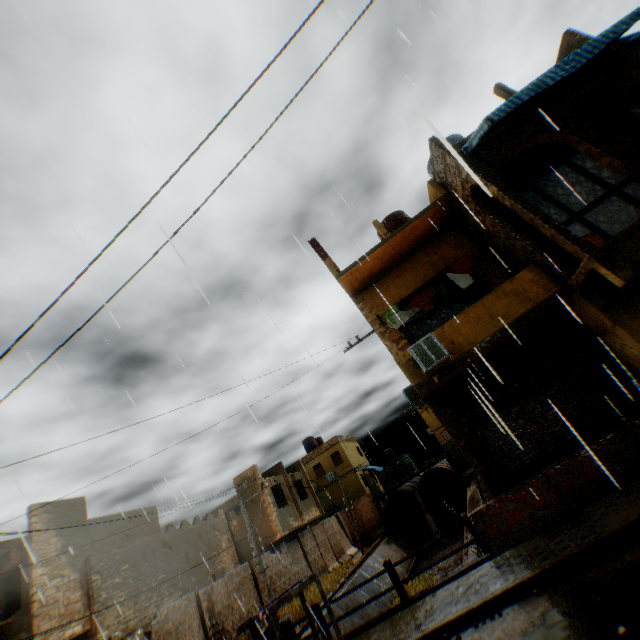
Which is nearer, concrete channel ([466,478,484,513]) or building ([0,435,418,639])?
building ([0,435,418,639])

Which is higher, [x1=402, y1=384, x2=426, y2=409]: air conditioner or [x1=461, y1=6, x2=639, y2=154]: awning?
[x1=461, y1=6, x2=639, y2=154]: awning

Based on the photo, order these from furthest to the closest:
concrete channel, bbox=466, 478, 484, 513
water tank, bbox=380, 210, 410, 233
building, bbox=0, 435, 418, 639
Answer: concrete channel, bbox=466, 478, 484, 513, water tank, bbox=380, 210, 410, 233, building, bbox=0, 435, 418, 639

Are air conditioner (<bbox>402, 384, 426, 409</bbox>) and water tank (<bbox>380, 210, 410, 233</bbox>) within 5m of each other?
no

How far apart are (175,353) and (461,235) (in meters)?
10.54

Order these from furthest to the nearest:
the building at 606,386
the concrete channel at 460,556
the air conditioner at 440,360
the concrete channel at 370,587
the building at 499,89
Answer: the concrete channel at 370,587
the concrete channel at 460,556
the building at 499,89
the air conditioner at 440,360
the building at 606,386

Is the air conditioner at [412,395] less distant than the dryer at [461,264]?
No

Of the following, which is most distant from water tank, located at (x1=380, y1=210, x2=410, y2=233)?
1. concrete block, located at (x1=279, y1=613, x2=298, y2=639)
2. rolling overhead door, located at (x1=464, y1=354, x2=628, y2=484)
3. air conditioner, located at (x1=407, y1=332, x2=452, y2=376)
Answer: concrete block, located at (x1=279, y1=613, x2=298, y2=639)
